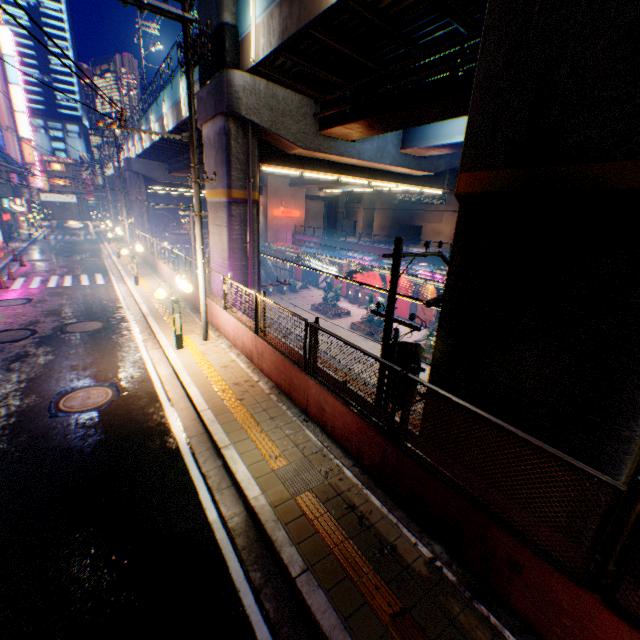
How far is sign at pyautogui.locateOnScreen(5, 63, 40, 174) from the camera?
45.73m

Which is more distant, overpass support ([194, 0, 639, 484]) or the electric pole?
the electric pole

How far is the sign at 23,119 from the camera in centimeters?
4573cm

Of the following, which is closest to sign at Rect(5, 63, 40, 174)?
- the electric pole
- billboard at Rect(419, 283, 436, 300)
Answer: billboard at Rect(419, 283, 436, 300)

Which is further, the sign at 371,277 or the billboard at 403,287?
the sign at 371,277

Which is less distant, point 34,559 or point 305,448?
point 34,559

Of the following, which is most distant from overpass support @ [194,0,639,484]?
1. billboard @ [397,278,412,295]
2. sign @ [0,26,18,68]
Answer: sign @ [0,26,18,68]

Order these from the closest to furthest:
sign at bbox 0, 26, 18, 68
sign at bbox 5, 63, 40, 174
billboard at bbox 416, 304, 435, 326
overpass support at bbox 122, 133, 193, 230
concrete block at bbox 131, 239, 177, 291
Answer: concrete block at bbox 131, 239, 177, 291, overpass support at bbox 122, 133, 193, 230, billboard at bbox 416, 304, 435, 326, sign at bbox 0, 26, 18, 68, sign at bbox 5, 63, 40, 174
